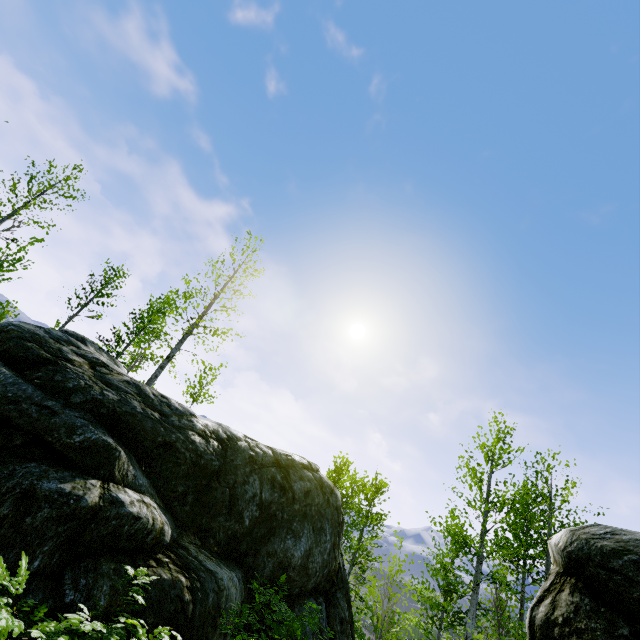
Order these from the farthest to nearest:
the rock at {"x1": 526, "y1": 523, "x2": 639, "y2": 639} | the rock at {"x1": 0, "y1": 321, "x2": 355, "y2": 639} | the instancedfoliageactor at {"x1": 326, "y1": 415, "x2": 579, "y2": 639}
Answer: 1. the instancedfoliageactor at {"x1": 326, "y1": 415, "x2": 579, "y2": 639}
2. the rock at {"x1": 0, "y1": 321, "x2": 355, "y2": 639}
3. the rock at {"x1": 526, "y1": 523, "x2": 639, "y2": 639}

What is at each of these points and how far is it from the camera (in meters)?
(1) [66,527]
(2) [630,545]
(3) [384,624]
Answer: (1) rock, 4.21
(2) rock, 3.36
(3) instancedfoliageactor, 16.08

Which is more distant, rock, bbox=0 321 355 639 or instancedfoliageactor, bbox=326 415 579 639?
instancedfoliageactor, bbox=326 415 579 639

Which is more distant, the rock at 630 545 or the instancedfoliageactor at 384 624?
the instancedfoliageactor at 384 624

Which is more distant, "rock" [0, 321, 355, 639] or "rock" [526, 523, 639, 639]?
"rock" [0, 321, 355, 639]
